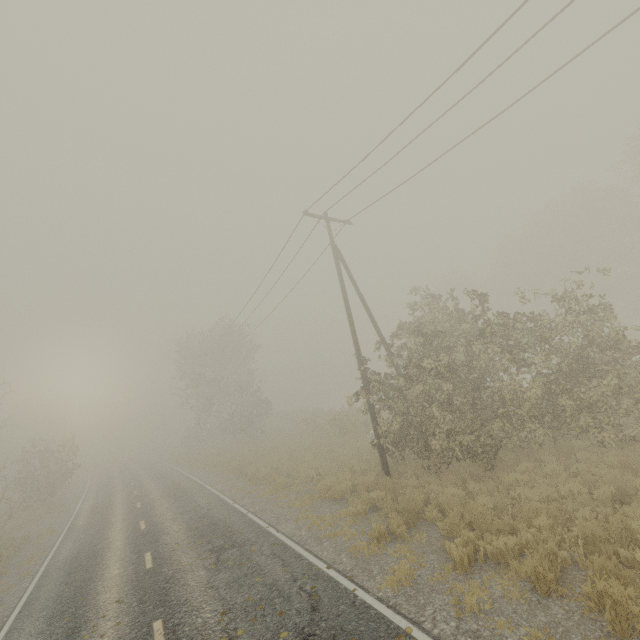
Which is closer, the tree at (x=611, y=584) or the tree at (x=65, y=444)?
the tree at (x=611, y=584)

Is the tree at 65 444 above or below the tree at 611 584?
above

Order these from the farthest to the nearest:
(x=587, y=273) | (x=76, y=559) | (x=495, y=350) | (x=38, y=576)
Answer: (x=587, y=273) < (x=76, y=559) < (x=38, y=576) < (x=495, y=350)

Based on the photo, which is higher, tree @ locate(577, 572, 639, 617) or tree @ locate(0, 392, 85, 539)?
tree @ locate(0, 392, 85, 539)

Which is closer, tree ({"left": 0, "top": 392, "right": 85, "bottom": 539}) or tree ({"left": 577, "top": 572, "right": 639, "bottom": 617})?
tree ({"left": 577, "top": 572, "right": 639, "bottom": 617})
